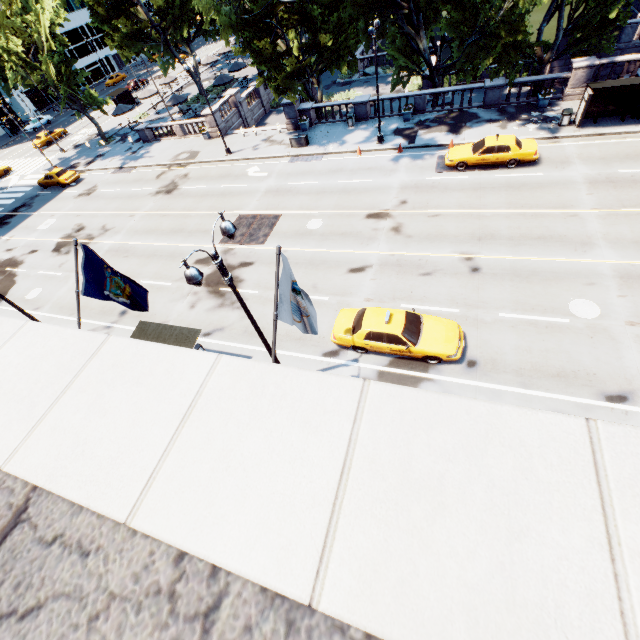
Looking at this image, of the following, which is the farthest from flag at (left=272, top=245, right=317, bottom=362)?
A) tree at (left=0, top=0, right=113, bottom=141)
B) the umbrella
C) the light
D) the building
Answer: the umbrella

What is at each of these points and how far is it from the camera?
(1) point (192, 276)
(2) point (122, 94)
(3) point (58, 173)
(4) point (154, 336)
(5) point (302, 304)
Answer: (1) light, 7.7 meters
(2) bus stop, 48.6 meters
(3) vehicle, 33.8 meters
(4) bus stop, 13.5 meters
(5) flag, 6.8 meters

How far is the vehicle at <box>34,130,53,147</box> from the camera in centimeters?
4562cm

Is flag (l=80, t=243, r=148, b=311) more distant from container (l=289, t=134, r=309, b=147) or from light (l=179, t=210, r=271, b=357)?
container (l=289, t=134, r=309, b=147)

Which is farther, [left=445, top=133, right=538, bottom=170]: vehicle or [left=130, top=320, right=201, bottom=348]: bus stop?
[left=445, top=133, right=538, bottom=170]: vehicle

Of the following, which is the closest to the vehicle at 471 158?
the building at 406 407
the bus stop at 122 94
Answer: the building at 406 407

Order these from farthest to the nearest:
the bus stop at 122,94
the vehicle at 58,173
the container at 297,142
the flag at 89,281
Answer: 1. the bus stop at 122,94
2. the vehicle at 58,173
3. the container at 297,142
4. the flag at 89,281

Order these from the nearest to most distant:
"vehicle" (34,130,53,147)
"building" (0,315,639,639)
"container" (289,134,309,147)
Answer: "building" (0,315,639,639)
"container" (289,134,309,147)
"vehicle" (34,130,53,147)
